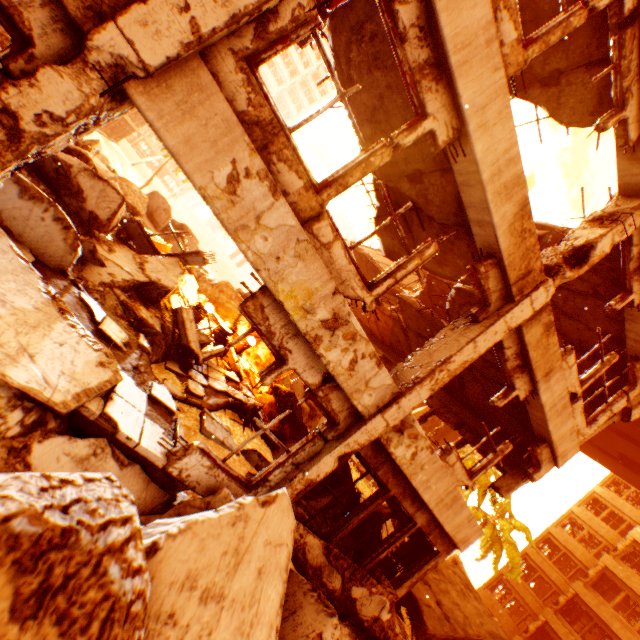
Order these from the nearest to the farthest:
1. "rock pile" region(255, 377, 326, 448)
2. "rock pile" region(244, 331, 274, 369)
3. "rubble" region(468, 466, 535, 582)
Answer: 1. "rock pile" region(255, 377, 326, 448)
2. "rock pile" region(244, 331, 274, 369)
3. "rubble" region(468, 466, 535, 582)

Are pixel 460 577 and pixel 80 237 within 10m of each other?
no

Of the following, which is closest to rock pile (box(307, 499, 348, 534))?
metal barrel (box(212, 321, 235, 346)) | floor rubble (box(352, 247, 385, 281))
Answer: metal barrel (box(212, 321, 235, 346))

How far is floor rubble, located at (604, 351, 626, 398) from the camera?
8.1 meters

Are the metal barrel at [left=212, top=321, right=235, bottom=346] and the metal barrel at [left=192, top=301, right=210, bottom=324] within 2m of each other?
yes

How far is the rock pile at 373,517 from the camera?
8.4m

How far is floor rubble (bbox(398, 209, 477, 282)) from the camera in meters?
5.6

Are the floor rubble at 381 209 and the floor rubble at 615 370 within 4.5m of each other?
yes
